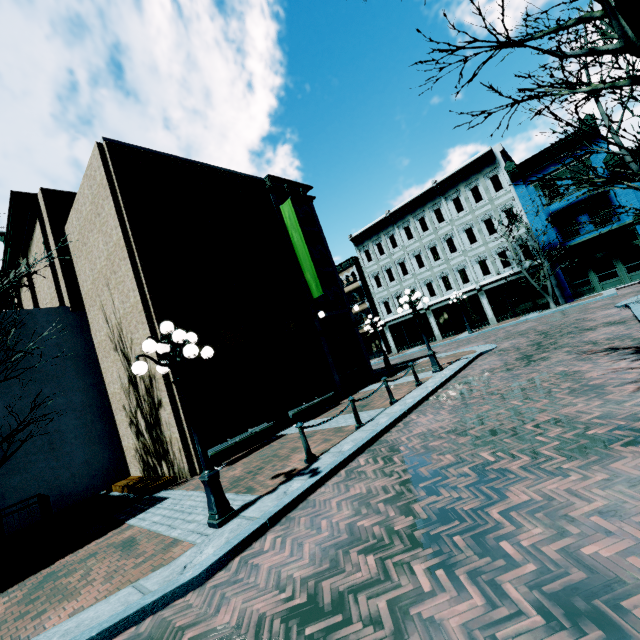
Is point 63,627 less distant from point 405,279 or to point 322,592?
point 322,592

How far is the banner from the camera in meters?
Answer: 15.5

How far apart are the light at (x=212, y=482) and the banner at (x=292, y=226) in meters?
9.2 m

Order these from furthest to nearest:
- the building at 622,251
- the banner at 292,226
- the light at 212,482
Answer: the building at 622,251
the banner at 292,226
the light at 212,482

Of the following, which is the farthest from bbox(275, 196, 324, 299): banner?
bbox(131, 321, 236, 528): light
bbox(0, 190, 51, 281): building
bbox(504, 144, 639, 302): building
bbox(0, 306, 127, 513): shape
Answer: bbox(504, 144, 639, 302): building

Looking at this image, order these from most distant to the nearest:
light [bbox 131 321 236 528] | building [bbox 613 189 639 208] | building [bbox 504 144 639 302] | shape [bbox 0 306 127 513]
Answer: building [bbox 504 144 639 302]
building [bbox 613 189 639 208]
shape [bbox 0 306 127 513]
light [bbox 131 321 236 528]

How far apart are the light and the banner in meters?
9.2

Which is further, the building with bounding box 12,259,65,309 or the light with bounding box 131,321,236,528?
the building with bounding box 12,259,65,309
